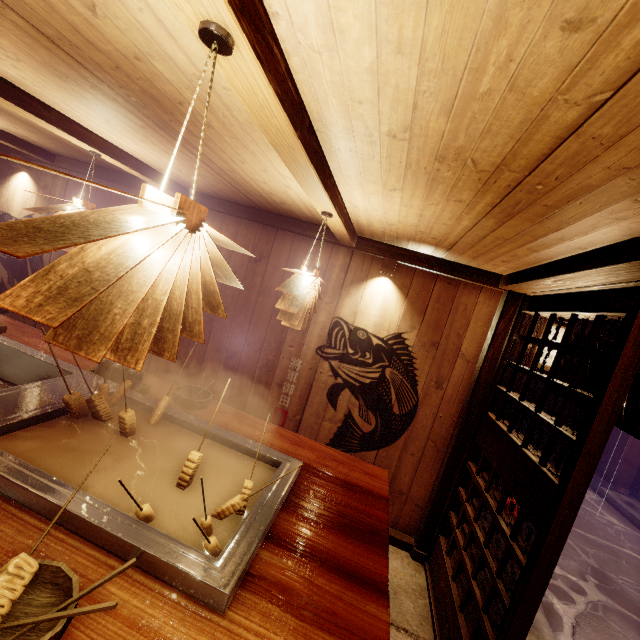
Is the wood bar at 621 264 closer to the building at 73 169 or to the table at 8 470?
the building at 73 169

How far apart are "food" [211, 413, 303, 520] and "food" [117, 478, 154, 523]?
0.5 meters

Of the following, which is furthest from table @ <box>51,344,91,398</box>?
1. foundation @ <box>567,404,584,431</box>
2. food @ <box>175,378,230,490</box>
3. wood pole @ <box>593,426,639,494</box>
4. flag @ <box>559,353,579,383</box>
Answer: foundation @ <box>567,404,584,431</box>

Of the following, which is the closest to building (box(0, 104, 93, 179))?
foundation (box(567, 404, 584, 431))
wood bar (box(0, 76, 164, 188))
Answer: wood bar (box(0, 76, 164, 188))

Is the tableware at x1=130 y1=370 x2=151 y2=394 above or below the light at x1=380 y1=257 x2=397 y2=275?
below

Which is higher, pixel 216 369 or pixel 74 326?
pixel 74 326

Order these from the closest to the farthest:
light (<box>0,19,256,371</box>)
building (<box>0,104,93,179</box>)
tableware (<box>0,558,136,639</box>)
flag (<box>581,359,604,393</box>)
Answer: light (<box>0,19,256,371</box>) → tableware (<box>0,558,136,639</box>) → flag (<box>581,359,604,393</box>) → building (<box>0,104,93,179</box>)

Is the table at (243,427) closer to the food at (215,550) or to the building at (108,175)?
the food at (215,550)
